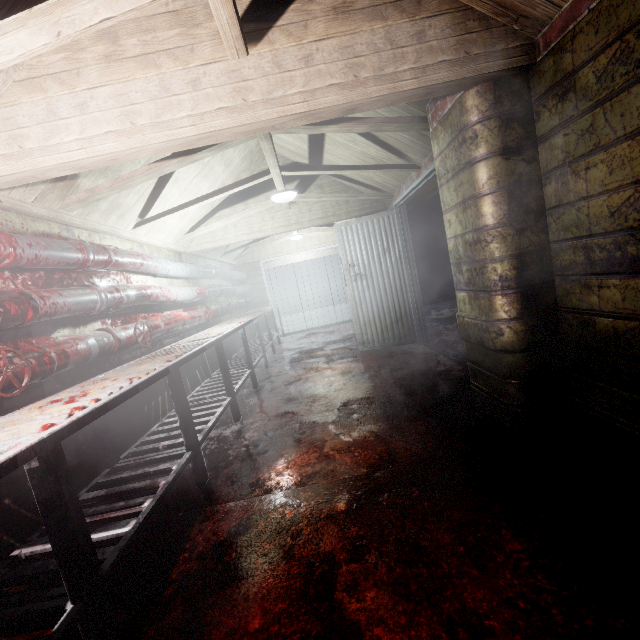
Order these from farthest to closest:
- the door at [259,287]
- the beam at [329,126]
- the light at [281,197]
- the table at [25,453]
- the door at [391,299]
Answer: the door at [259,287] < the door at [391,299] < the light at [281,197] < the beam at [329,126] < the table at [25,453]

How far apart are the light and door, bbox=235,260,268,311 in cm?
407

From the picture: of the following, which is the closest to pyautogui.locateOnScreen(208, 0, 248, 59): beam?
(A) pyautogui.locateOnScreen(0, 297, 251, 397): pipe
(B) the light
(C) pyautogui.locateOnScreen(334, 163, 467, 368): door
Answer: (A) pyautogui.locateOnScreen(0, 297, 251, 397): pipe

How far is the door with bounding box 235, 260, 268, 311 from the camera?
8.02m

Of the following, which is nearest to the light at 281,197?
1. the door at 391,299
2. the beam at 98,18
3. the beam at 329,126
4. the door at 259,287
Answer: the beam at 329,126

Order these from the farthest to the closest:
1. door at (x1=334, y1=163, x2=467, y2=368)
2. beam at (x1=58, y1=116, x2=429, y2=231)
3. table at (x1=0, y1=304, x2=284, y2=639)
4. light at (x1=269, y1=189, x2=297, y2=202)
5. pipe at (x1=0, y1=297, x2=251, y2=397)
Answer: door at (x1=334, y1=163, x2=467, y2=368), light at (x1=269, y1=189, x2=297, y2=202), beam at (x1=58, y1=116, x2=429, y2=231), pipe at (x1=0, y1=297, x2=251, y2=397), table at (x1=0, y1=304, x2=284, y2=639)

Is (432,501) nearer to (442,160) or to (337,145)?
(442,160)

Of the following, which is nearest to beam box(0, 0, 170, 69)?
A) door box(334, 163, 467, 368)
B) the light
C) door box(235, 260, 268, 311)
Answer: door box(334, 163, 467, 368)
